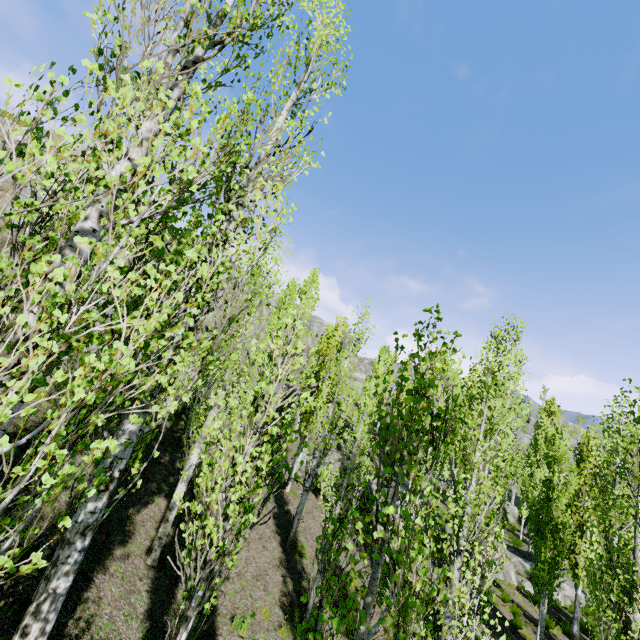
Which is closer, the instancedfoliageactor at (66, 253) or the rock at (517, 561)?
the instancedfoliageactor at (66, 253)

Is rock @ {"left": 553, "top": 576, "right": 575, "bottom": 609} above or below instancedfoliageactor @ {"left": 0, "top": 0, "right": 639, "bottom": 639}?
below

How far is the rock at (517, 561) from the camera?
18.2 meters

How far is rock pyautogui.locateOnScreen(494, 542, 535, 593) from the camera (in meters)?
18.17

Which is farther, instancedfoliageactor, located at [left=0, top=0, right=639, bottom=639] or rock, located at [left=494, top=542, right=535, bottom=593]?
rock, located at [left=494, top=542, right=535, bottom=593]

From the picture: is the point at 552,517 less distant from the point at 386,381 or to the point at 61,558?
the point at 386,381
